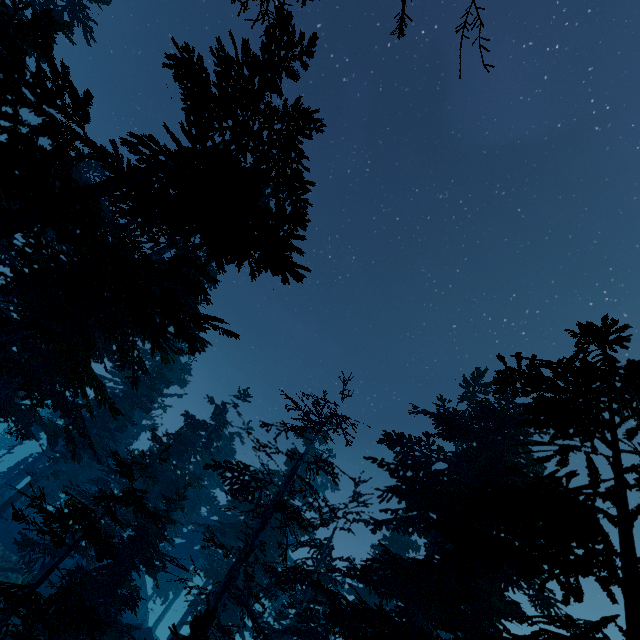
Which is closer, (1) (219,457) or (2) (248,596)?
(2) (248,596)
